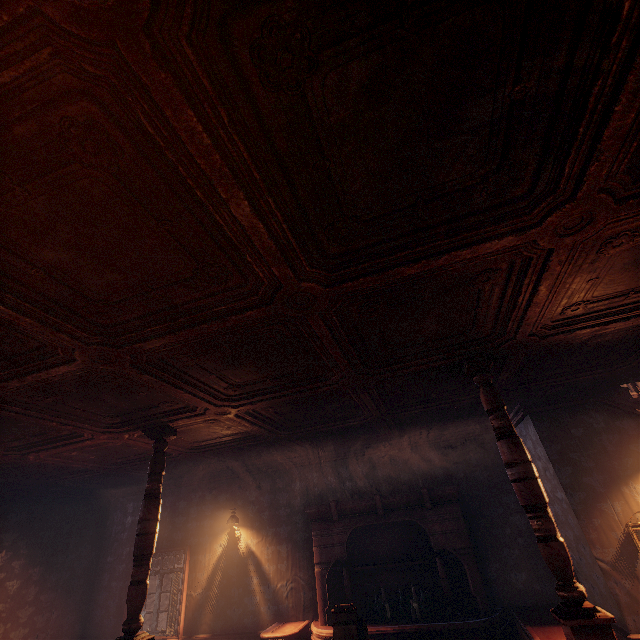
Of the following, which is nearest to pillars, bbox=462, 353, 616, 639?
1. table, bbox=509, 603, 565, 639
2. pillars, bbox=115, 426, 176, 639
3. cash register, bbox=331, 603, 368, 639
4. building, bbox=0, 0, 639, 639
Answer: building, bbox=0, 0, 639, 639

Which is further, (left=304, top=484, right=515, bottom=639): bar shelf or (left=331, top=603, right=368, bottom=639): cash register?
(left=304, top=484, right=515, bottom=639): bar shelf

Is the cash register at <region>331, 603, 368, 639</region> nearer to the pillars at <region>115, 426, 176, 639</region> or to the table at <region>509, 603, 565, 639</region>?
the table at <region>509, 603, 565, 639</region>

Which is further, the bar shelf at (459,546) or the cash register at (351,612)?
the bar shelf at (459,546)

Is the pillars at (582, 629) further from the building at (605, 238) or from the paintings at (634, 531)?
the paintings at (634, 531)

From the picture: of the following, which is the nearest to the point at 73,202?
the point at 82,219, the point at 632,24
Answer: the point at 82,219

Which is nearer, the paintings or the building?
the building

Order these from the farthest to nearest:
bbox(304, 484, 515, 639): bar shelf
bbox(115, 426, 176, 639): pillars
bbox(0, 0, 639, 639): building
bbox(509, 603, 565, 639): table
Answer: bbox(304, 484, 515, 639): bar shelf, bbox(509, 603, 565, 639): table, bbox(115, 426, 176, 639): pillars, bbox(0, 0, 639, 639): building
